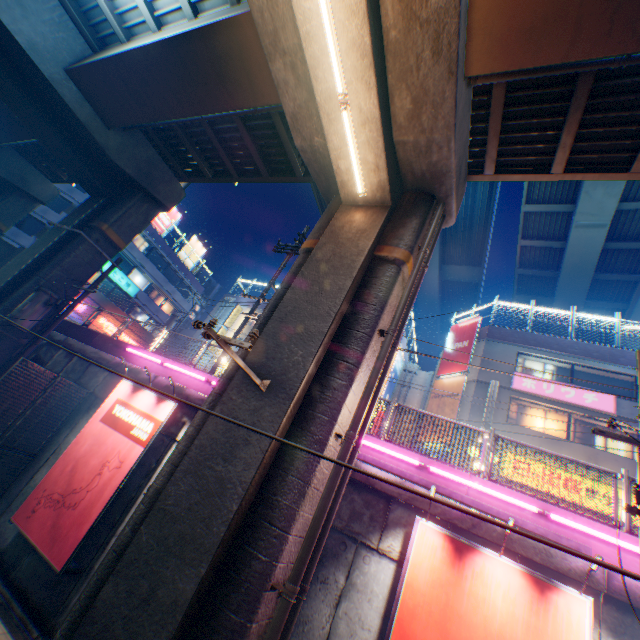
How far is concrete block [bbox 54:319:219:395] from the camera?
10.9m

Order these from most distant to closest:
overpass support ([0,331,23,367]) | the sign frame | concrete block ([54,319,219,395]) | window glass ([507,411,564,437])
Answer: window glass ([507,411,564,437]) < overpass support ([0,331,23,367]) < concrete block ([54,319,219,395]) < the sign frame

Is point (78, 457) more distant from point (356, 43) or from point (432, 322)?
point (432, 322)

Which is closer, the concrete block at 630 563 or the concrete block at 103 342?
the concrete block at 630 563

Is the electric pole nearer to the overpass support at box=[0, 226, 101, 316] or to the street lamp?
the overpass support at box=[0, 226, 101, 316]

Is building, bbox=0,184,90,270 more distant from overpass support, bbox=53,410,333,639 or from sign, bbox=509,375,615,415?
sign, bbox=509,375,615,415

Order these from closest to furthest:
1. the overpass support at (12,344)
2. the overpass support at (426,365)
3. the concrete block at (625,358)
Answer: the overpass support at (12,344) < the concrete block at (625,358) < the overpass support at (426,365)

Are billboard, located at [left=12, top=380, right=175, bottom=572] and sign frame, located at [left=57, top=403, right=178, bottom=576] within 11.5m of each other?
yes
